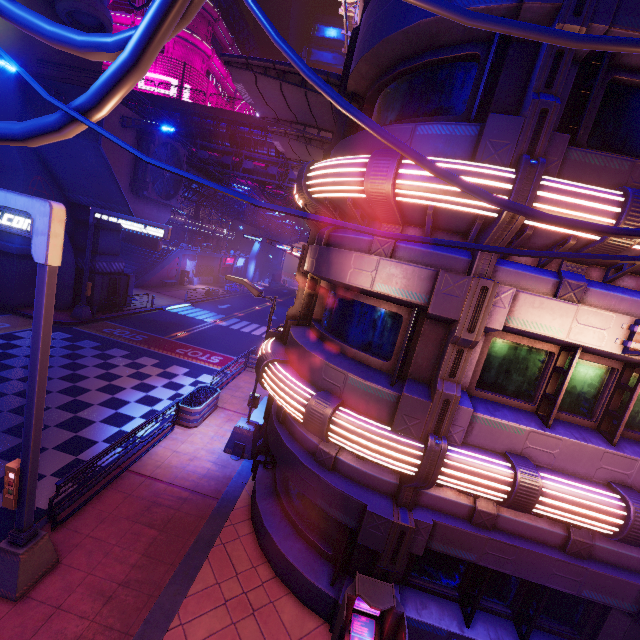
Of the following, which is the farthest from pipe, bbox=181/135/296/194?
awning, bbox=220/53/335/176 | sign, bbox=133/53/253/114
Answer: awning, bbox=220/53/335/176

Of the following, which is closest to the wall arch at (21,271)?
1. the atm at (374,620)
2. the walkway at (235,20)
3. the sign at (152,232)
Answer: the sign at (152,232)

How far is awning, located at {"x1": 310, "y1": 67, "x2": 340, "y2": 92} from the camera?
9.4 meters

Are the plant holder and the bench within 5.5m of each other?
yes

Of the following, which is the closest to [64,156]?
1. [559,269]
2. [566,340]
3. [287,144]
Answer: [287,144]

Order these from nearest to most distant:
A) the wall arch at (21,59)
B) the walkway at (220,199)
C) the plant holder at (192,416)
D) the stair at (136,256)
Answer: the plant holder at (192,416) < the wall arch at (21,59) < the walkway at (220,199) < the stair at (136,256)

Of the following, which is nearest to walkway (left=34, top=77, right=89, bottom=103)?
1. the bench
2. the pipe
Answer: the pipe

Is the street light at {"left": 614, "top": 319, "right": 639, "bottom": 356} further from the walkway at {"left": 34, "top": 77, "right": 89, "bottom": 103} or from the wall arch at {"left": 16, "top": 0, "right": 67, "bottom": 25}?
the wall arch at {"left": 16, "top": 0, "right": 67, "bottom": 25}
